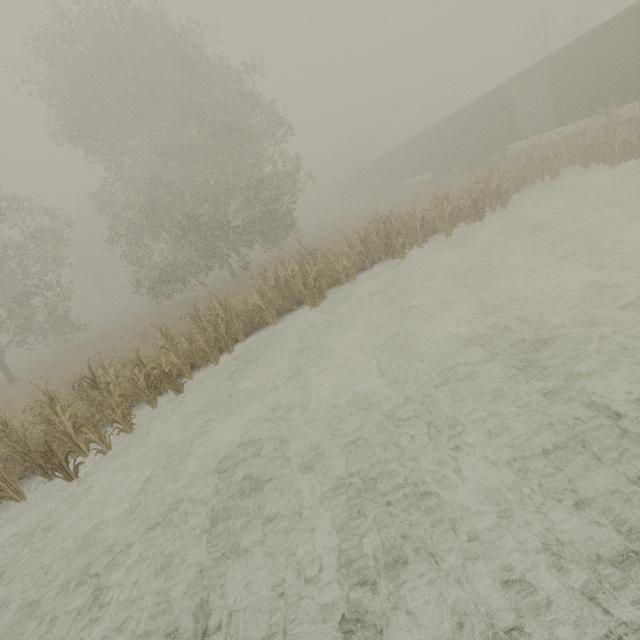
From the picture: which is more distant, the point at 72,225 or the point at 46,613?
the point at 72,225

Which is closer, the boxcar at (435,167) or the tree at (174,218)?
the tree at (174,218)

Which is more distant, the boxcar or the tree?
the boxcar
